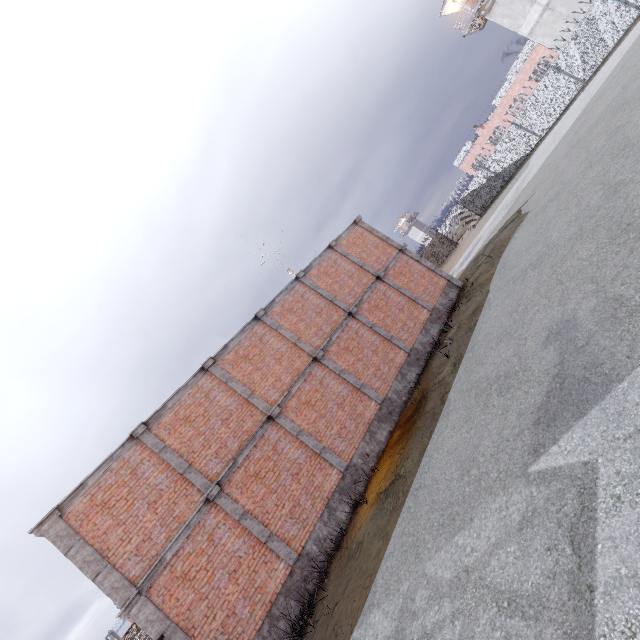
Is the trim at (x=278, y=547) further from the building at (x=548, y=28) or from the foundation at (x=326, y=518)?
the building at (x=548, y=28)

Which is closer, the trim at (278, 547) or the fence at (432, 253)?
the trim at (278, 547)

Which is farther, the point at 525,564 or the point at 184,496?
the point at 184,496

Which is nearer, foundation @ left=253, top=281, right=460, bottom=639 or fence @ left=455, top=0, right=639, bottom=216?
foundation @ left=253, top=281, right=460, bottom=639

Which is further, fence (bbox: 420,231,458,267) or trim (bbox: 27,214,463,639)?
fence (bbox: 420,231,458,267)

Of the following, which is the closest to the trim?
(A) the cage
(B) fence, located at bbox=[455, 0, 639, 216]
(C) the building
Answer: (A) the cage

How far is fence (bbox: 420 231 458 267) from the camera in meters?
36.8 m

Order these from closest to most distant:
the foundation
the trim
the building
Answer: the trim < the foundation < the building
